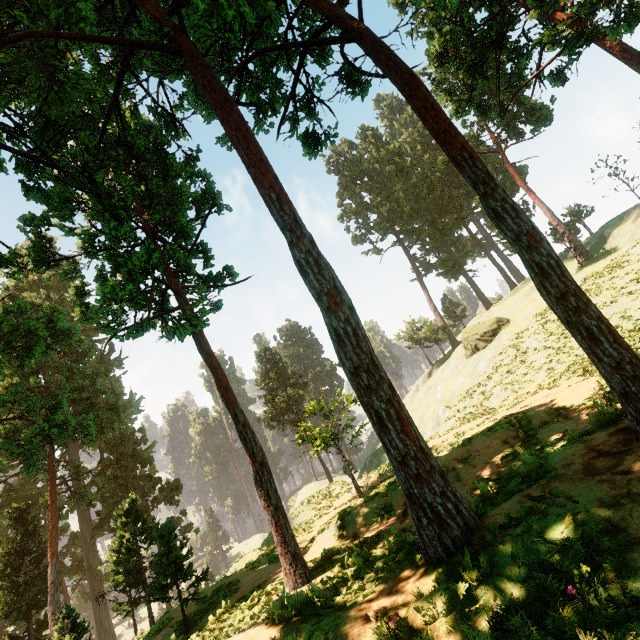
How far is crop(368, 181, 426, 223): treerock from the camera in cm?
5631

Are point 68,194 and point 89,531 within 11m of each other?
no

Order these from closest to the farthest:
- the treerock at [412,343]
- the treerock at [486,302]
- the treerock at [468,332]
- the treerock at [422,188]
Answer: the treerock at [468,332], the treerock at [412,343], the treerock at [422,188], the treerock at [486,302]

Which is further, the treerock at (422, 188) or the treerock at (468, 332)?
the treerock at (422, 188)

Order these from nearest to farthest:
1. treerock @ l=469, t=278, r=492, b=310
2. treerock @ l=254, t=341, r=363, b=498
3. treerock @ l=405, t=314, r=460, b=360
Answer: treerock @ l=254, t=341, r=363, b=498
treerock @ l=405, t=314, r=460, b=360
treerock @ l=469, t=278, r=492, b=310

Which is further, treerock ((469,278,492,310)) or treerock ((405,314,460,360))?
treerock ((469,278,492,310))
